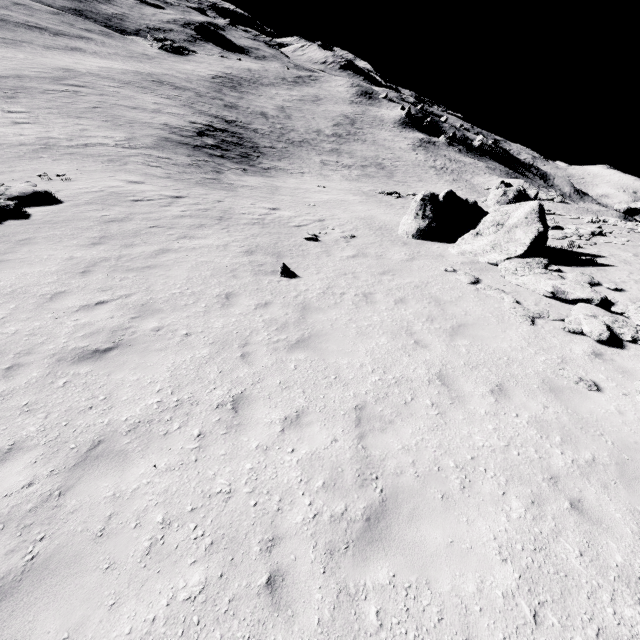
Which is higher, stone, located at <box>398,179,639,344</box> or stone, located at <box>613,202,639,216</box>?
stone, located at <box>613,202,639,216</box>

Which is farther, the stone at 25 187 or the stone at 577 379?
the stone at 25 187

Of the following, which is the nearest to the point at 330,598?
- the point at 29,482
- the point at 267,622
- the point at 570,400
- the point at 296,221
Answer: the point at 267,622

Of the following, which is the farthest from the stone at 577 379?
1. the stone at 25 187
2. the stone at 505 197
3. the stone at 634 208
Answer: the stone at 634 208

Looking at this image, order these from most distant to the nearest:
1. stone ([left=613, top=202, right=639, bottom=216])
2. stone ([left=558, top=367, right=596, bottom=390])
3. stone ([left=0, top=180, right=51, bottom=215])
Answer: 1. stone ([left=613, top=202, right=639, bottom=216])
2. stone ([left=0, top=180, right=51, bottom=215])
3. stone ([left=558, top=367, right=596, bottom=390])

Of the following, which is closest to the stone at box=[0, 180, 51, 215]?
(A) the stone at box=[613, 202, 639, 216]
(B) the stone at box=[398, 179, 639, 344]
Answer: (B) the stone at box=[398, 179, 639, 344]

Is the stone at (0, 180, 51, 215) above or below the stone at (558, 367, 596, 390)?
below
